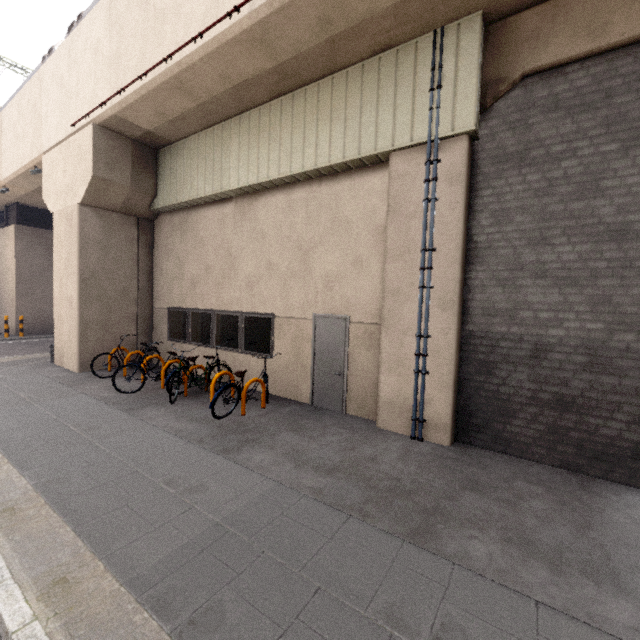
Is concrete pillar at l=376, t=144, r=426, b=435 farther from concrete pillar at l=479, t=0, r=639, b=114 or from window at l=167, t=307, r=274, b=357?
window at l=167, t=307, r=274, b=357

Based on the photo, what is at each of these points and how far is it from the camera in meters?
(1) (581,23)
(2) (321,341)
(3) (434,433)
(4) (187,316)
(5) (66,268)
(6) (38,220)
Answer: (1) concrete pillar, 4.5 m
(2) door, 7.2 m
(3) concrete pillar, 5.6 m
(4) window, 10.1 m
(5) concrete pillar, 9.9 m
(6) platform underside, 17.7 m

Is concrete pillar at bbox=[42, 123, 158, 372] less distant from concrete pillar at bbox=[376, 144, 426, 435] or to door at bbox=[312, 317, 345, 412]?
door at bbox=[312, 317, 345, 412]

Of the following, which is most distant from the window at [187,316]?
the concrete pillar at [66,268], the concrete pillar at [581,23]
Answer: the concrete pillar at [581,23]

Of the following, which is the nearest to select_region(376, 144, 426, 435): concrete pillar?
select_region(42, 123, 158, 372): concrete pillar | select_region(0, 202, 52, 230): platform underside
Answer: select_region(42, 123, 158, 372): concrete pillar

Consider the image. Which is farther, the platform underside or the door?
the platform underside

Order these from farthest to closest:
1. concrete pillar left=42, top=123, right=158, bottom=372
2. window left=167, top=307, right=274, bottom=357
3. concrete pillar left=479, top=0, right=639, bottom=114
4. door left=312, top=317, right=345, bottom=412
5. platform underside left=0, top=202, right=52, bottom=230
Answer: platform underside left=0, top=202, right=52, bottom=230
concrete pillar left=42, top=123, right=158, bottom=372
window left=167, top=307, right=274, bottom=357
door left=312, top=317, right=345, bottom=412
concrete pillar left=479, top=0, right=639, bottom=114

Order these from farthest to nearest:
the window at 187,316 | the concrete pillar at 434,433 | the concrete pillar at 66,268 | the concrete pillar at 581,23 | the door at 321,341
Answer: the concrete pillar at 66,268 → the window at 187,316 → the door at 321,341 → the concrete pillar at 434,433 → the concrete pillar at 581,23
